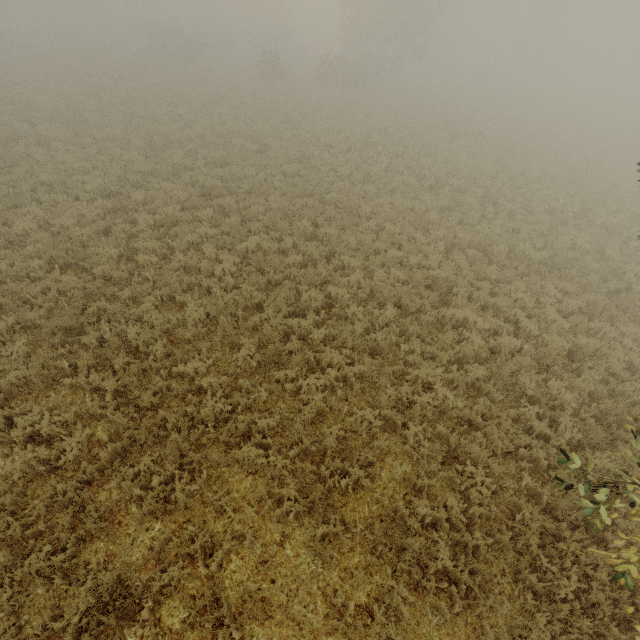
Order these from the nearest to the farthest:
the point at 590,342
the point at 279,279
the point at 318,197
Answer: the point at 590,342 < the point at 279,279 < the point at 318,197
